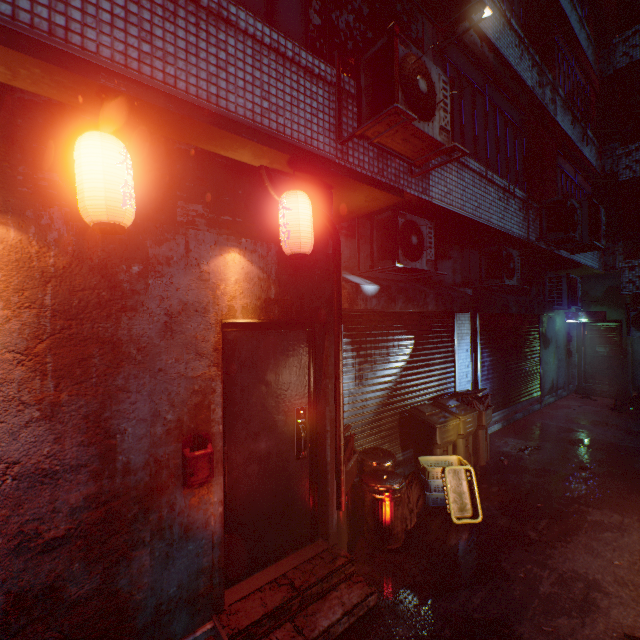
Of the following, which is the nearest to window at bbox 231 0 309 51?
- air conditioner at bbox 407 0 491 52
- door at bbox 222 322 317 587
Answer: air conditioner at bbox 407 0 491 52

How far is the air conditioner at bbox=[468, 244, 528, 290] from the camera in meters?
5.9 m

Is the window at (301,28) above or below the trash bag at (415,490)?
above

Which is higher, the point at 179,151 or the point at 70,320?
the point at 179,151

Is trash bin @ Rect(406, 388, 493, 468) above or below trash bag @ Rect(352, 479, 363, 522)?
above

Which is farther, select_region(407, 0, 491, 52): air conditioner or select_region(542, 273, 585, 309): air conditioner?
select_region(542, 273, 585, 309): air conditioner

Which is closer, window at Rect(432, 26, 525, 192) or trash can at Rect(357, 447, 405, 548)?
trash can at Rect(357, 447, 405, 548)

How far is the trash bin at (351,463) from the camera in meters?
3.2 m
